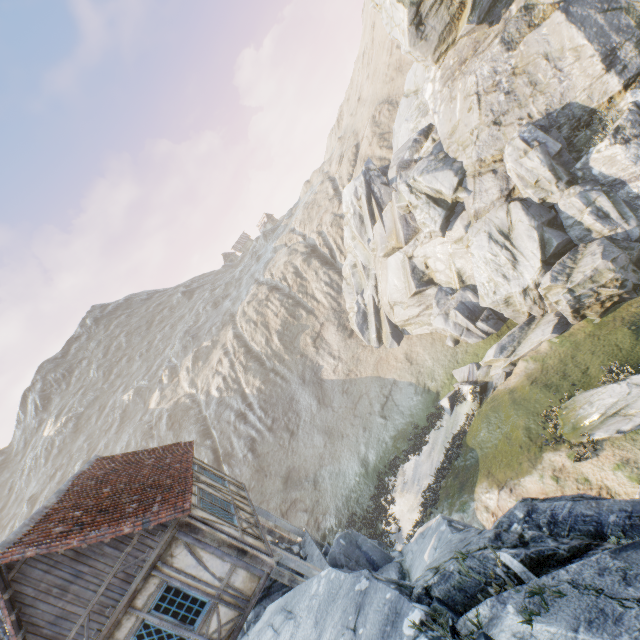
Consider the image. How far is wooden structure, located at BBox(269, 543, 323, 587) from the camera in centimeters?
1026cm

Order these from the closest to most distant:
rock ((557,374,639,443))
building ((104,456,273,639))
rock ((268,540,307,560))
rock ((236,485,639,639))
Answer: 1. rock ((236,485,639,639))
2. building ((104,456,273,639))
3. rock ((557,374,639,443))
4. rock ((268,540,307,560))

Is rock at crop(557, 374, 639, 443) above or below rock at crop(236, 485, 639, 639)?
below

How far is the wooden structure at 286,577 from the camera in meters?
10.3

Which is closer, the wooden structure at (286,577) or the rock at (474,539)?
the rock at (474,539)

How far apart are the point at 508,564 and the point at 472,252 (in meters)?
19.27

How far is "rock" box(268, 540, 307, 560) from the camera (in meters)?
13.16

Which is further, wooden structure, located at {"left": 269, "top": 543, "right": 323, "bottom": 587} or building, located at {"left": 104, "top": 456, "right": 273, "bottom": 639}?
wooden structure, located at {"left": 269, "top": 543, "right": 323, "bottom": 587}
